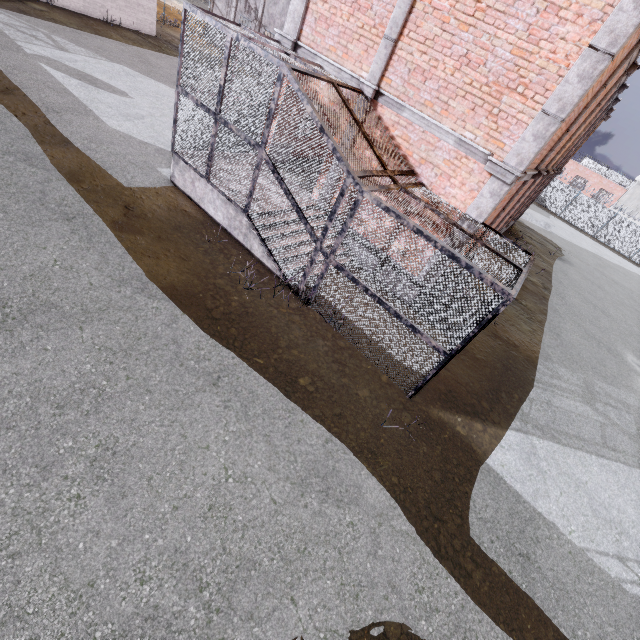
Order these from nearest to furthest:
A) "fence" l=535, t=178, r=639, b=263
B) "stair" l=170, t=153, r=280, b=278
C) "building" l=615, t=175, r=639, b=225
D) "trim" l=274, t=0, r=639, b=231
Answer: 1. "trim" l=274, t=0, r=639, b=231
2. "stair" l=170, t=153, r=280, b=278
3. "fence" l=535, t=178, r=639, b=263
4. "building" l=615, t=175, r=639, b=225

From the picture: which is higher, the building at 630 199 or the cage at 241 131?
the building at 630 199

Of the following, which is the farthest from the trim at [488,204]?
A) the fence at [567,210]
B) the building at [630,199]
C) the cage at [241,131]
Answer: the building at [630,199]

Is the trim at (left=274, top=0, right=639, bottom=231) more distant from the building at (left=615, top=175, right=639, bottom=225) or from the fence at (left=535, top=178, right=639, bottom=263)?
the building at (left=615, top=175, right=639, bottom=225)

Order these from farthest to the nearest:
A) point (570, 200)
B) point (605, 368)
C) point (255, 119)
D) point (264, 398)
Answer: point (570, 200)
point (605, 368)
point (255, 119)
point (264, 398)

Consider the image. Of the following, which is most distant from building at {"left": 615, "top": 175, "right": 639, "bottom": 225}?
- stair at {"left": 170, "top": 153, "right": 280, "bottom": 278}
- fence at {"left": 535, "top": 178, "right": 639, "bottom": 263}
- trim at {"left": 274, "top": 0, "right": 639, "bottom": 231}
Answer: stair at {"left": 170, "top": 153, "right": 280, "bottom": 278}

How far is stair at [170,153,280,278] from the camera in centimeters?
776cm

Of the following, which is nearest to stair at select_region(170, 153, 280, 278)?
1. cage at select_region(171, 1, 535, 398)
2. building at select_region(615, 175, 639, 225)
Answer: cage at select_region(171, 1, 535, 398)
